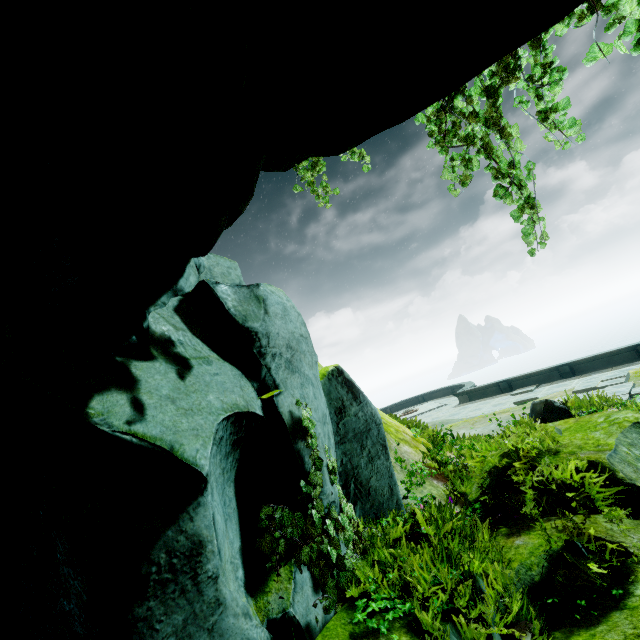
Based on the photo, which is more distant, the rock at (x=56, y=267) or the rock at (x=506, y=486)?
the rock at (x=506, y=486)

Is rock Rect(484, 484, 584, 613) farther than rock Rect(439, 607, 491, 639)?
Yes

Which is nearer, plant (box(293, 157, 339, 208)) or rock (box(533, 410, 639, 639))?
rock (box(533, 410, 639, 639))

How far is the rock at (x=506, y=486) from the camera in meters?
5.0 m

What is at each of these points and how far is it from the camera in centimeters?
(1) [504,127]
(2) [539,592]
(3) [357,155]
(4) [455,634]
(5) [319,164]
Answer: (1) plant, 423cm
(2) rock, 346cm
(3) plant, 530cm
(4) rock, 293cm
(5) plant, 547cm

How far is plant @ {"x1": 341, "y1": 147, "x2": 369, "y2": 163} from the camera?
5.2 meters

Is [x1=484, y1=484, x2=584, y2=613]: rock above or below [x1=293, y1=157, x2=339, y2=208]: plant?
below

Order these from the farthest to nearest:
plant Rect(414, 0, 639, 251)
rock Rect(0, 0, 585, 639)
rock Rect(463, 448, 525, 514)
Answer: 1. rock Rect(463, 448, 525, 514)
2. plant Rect(414, 0, 639, 251)
3. rock Rect(0, 0, 585, 639)
